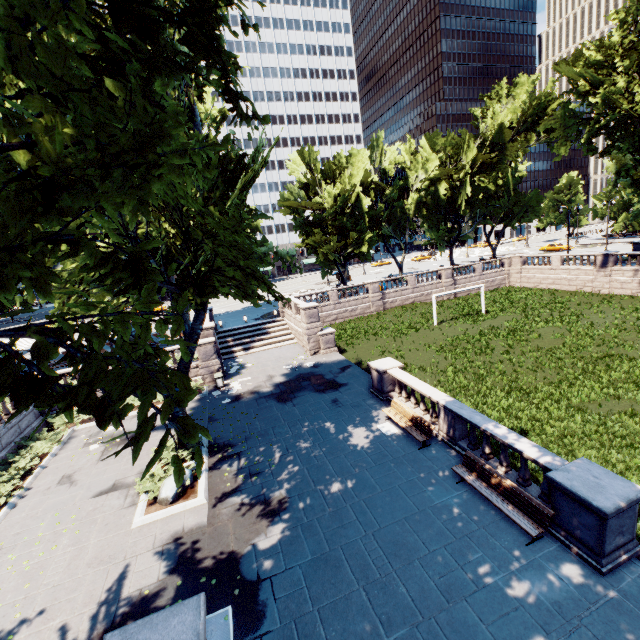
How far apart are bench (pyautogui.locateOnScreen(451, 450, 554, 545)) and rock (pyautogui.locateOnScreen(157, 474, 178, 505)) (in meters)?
9.72

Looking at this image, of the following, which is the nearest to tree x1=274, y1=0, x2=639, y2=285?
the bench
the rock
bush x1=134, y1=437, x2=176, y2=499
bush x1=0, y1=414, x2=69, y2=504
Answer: bush x1=134, y1=437, x2=176, y2=499

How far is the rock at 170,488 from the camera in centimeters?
1158cm

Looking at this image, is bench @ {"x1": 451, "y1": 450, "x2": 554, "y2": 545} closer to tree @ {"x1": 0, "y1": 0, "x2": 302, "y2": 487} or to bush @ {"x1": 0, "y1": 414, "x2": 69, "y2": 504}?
tree @ {"x1": 0, "y1": 0, "x2": 302, "y2": 487}

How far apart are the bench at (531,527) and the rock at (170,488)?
9.7m

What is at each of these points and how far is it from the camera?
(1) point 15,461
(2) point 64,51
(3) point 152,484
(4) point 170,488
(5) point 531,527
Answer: (1) bush, 15.4 meters
(2) tree, 3.1 meters
(3) bush, 12.3 meters
(4) rock, 11.7 meters
(5) bench, 8.4 meters

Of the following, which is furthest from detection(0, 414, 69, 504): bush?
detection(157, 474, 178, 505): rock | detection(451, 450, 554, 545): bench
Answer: detection(451, 450, 554, 545): bench

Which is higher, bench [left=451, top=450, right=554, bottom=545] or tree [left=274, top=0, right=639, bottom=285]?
tree [left=274, top=0, right=639, bottom=285]
